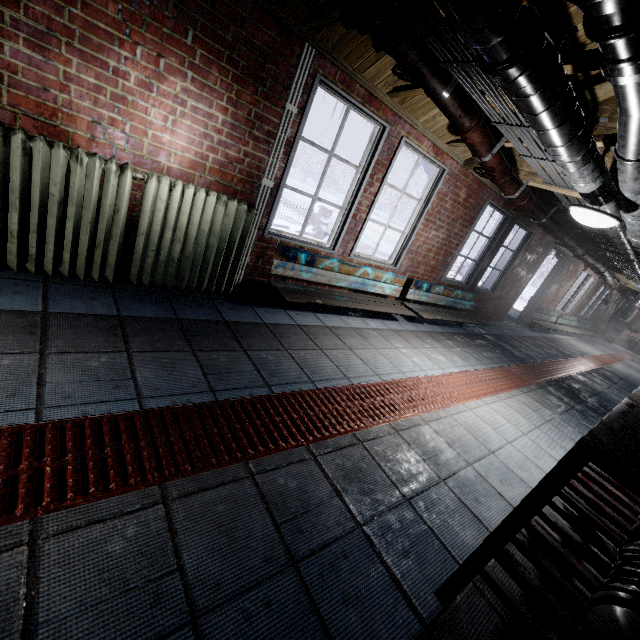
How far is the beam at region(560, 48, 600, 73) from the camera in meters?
1.7

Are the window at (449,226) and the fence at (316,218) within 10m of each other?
yes

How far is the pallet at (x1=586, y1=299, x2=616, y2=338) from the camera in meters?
12.2

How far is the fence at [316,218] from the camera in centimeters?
841cm

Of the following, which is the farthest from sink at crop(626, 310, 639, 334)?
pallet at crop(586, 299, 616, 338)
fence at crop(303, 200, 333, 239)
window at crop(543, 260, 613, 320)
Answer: fence at crop(303, 200, 333, 239)

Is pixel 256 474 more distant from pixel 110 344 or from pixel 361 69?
pixel 361 69

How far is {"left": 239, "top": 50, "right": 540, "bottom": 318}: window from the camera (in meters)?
2.67

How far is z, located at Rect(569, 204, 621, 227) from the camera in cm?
225
